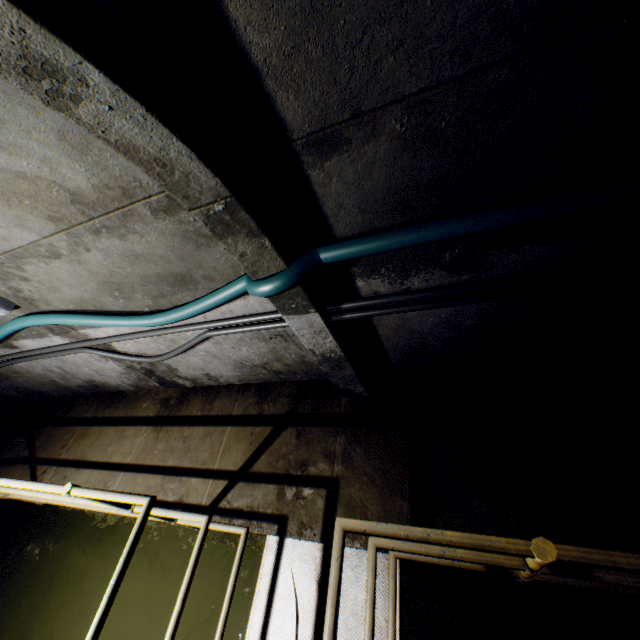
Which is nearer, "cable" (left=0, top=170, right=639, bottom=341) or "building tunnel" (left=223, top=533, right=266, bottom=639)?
"cable" (left=0, top=170, right=639, bottom=341)

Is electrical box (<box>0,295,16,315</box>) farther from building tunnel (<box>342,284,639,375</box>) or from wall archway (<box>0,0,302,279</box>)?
wall archway (<box>0,0,302,279</box>)

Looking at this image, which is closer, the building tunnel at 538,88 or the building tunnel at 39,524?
the building tunnel at 538,88

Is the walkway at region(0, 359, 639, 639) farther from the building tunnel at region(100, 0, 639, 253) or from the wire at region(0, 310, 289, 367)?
the wire at region(0, 310, 289, 367)

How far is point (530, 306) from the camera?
2.1m

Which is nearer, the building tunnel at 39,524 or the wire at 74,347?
the wire at 74,347

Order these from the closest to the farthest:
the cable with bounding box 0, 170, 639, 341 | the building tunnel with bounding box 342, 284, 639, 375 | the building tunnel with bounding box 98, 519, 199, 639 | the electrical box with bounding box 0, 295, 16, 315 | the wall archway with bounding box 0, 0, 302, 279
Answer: the wall archway with bounding box 0, 0, 302, 279, the cable with bounding box 0, 170, 639, 341, the building tunnel with bounding box 342, 284, 639, 375, the electrical box with bounding box 0, 295, 16, 315, the building tunnel with bounding box 98, 519, 199, 639

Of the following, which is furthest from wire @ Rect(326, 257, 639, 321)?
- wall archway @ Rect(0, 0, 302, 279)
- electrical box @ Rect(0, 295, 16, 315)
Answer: electrical box @ Rect(0, 295, 16, 315)
